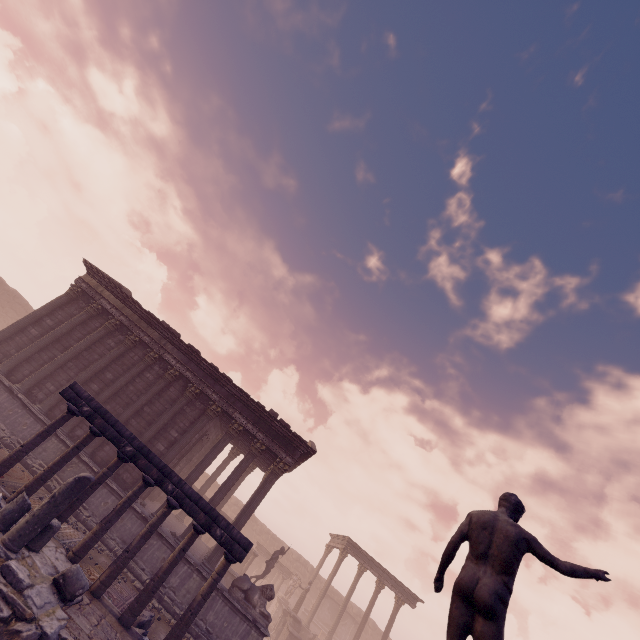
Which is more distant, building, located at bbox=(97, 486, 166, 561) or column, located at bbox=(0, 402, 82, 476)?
building, located at bbox=(97, 486, 166, 561)

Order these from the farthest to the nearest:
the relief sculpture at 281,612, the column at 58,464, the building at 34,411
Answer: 1. the relief sculpture at 281,612
2. the building at 34,411
3. the column at 58,464

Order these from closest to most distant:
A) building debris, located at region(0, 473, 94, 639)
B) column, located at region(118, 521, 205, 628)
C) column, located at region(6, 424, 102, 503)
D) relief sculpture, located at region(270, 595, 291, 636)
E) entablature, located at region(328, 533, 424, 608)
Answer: building debris, located at region(0, 473, 94, 639) < column, located at region(118, 521, 205, 628) < column, located at region(6, 424, 102, 503) < relief sculpture, located at region(270, 595, 291, 636) < entablature, located at region(328, 533, 424, 608)

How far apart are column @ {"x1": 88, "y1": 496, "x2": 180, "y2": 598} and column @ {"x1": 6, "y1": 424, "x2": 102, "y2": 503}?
2.8m

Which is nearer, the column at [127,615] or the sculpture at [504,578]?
the sculpture at [504,578]

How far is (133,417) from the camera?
15.0 meters

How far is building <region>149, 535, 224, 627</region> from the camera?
11.45m

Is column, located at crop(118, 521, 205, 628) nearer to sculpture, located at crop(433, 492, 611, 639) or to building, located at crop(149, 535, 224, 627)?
building, located at crop(149, 535, 224, 627)
